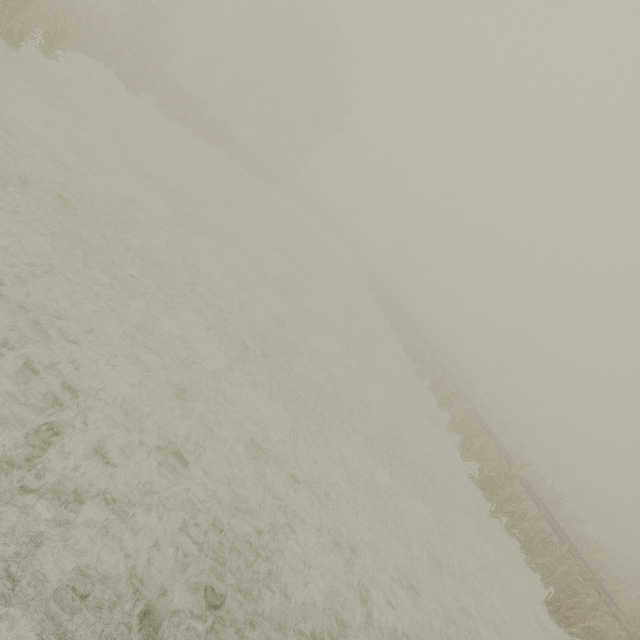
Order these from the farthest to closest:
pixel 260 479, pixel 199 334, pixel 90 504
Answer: pixel 199 334 < pixel 260 479 < pixel 90 504
